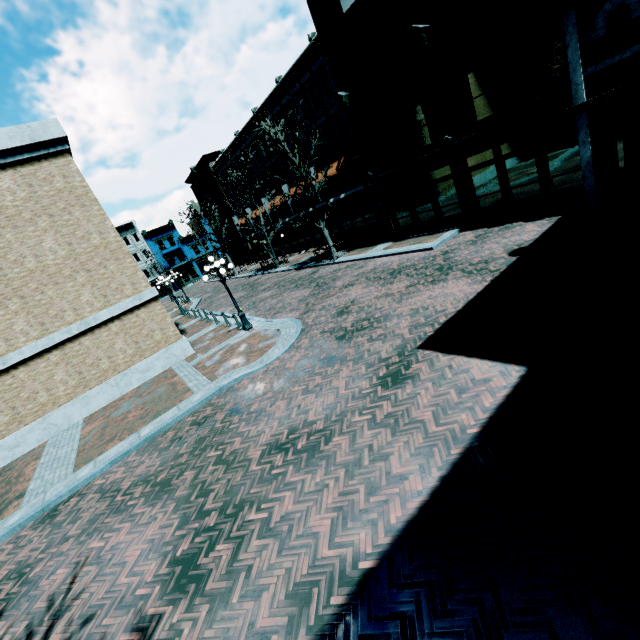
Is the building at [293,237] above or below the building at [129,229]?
below

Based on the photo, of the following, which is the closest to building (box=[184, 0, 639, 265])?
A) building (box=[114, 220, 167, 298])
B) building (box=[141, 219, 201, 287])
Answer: building (box=[141, 219, 201, 287])

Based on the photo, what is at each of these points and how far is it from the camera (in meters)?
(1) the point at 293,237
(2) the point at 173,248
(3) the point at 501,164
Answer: (1) building, 36.88
(2) building, 57.62
(3) building, 13.43

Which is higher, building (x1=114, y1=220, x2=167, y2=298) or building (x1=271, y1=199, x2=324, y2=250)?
building (x1=114, y1=220, x2=167, y2=298)

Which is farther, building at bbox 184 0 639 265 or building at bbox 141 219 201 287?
building at bbox 141 219 201 287

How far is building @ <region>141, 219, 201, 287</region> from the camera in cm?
5575

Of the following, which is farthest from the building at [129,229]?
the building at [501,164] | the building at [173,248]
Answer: the building at [501,164]

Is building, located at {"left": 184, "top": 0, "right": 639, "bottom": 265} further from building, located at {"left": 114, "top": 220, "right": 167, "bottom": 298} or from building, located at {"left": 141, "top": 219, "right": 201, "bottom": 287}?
building, located at {"left": 114, "top": 220, "right": 167, "bottom": 298}
